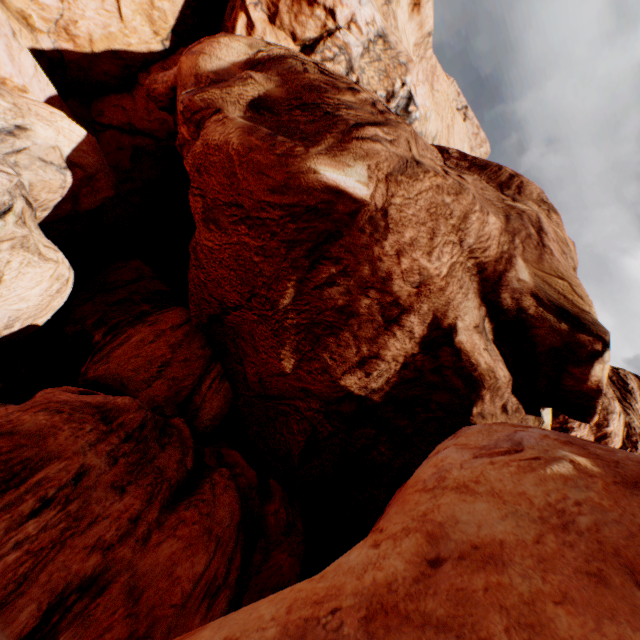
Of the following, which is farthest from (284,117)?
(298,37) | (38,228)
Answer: (298,37)
